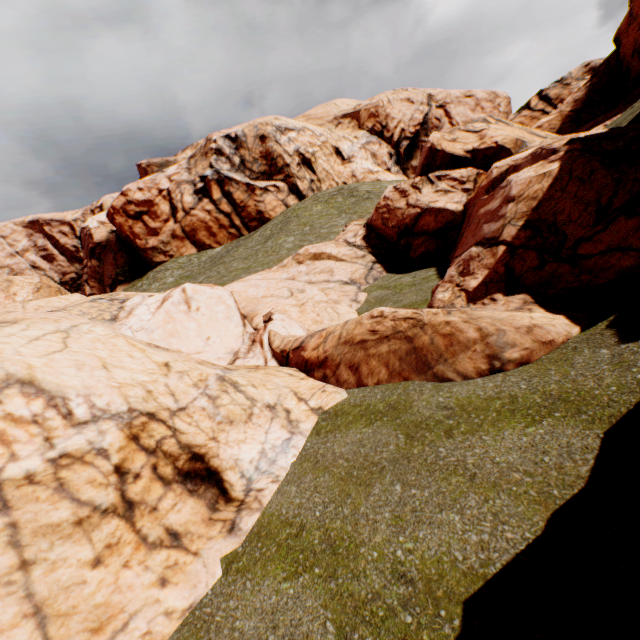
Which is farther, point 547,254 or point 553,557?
point 547,254
